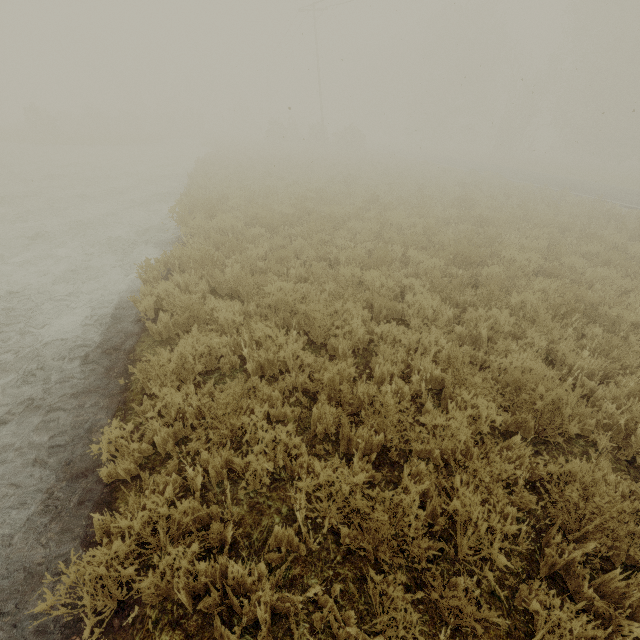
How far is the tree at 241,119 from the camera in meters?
52.5 m

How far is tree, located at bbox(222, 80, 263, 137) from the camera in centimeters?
5253cm

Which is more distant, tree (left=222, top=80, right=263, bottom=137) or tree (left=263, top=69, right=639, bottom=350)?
tree (left=222, top=80, right=263, bottom=137)

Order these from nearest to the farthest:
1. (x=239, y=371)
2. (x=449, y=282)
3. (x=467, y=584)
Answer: (x=467, y=584), (x=239, y=371), (x=449, y=282)

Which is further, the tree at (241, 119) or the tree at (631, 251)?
the tree at (241, 119)
